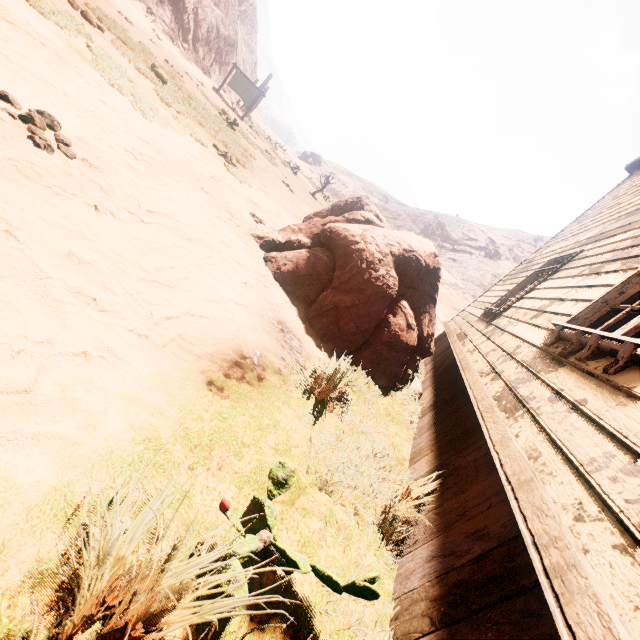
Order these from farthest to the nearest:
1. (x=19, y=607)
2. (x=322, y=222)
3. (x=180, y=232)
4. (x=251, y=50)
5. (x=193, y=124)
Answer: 1. (x=251, y=50)
2. (x=193, y=124)
3. (x=322, y=222)
4. (x=180, y=232)
5. (x=19, y=607)

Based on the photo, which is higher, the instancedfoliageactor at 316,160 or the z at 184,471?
the instancedfoliageactor at 316,160

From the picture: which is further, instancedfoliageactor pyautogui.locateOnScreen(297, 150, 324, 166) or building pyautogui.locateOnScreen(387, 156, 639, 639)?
instancedfoliageactor pyautogui.locateOnScreen(297, 150, 324, 166)

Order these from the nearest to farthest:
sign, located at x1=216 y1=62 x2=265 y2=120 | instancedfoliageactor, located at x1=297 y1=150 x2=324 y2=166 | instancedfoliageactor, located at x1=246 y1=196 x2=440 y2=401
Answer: instancedfoliageactor, located at x1=246 y1=196 x2=440 y2=401 < sign, located at x1=216 y1=62 x2=265 y2=120 < instancedfoliageactor, located at x1=297 y1=150 x2=324 y2=166

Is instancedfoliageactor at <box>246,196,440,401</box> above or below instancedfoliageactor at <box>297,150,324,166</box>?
below

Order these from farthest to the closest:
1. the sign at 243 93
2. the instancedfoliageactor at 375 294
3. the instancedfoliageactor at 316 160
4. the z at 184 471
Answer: the instancedfoliageactor at 316 160, the sign at 243 93, the instancedfoliageactor at 375 294, the z at 184 471

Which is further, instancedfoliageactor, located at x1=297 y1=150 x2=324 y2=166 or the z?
instancedfoliageactor, located at x1=297 y1=150 x2=324 y2=166

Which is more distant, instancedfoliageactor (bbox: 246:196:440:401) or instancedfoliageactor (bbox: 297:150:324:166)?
instancedfoliageactor (bbox: 297:150:324:166)
